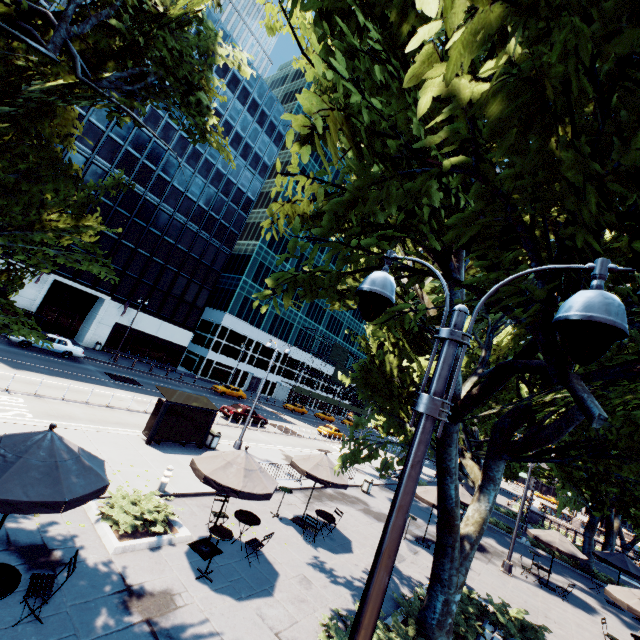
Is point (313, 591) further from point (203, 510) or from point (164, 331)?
point (164, 331)

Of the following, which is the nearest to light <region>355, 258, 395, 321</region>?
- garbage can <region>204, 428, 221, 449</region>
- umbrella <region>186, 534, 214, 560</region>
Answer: umbrella <region>186, 534, 214, 560</region>

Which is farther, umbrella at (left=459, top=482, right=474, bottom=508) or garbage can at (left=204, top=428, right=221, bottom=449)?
umbrella at (left=459, top=482, right=474, bottom=508)

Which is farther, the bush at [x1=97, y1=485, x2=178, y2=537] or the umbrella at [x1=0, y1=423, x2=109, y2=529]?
the bush at [x1=97, y1=485, x2=178, y2=537]

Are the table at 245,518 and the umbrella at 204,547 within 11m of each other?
yes

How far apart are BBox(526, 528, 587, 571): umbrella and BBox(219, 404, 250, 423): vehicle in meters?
21.8 m

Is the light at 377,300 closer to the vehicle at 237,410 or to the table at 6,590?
the table at 6,590

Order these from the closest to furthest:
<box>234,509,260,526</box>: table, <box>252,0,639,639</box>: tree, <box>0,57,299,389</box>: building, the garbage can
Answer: <box>252,0,639,639</box>: tree
<box>234,509,260,526</box>: table
the garbage can
<box>0,57,299,389</box>: building
